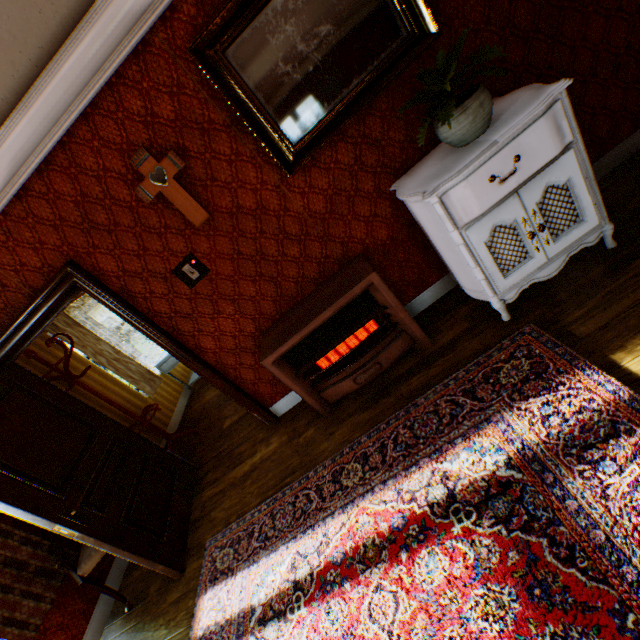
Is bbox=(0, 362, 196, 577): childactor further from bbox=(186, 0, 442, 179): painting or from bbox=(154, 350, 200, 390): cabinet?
bbox=(186, 0, 442, 179): painting

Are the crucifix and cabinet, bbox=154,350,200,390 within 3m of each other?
no

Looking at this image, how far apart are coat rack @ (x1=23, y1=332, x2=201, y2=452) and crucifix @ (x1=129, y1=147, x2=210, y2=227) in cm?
244

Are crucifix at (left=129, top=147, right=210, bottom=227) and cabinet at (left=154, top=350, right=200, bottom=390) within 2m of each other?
no

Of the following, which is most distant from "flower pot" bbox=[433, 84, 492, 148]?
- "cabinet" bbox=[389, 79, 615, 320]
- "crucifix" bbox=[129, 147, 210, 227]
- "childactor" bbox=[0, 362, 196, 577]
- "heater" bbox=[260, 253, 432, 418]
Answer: "childactor" bbox=[0, 362, 196, 577]

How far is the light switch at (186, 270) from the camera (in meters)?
2.72

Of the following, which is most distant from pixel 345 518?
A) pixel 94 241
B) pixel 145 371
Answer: pixel 145 371

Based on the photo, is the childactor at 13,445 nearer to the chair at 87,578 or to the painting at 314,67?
the chair at 87,578
